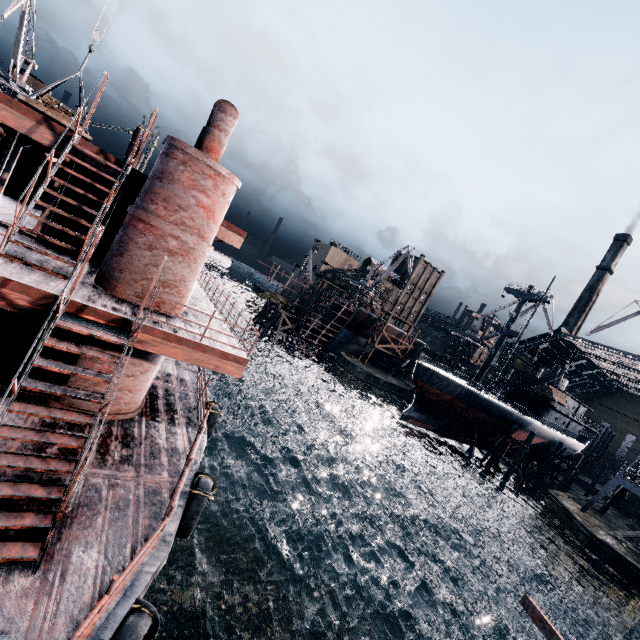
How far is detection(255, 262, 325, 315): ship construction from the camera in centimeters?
5597cm

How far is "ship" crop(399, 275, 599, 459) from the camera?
39.7m

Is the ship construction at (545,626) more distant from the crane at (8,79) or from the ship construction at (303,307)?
the crane at (8,79)

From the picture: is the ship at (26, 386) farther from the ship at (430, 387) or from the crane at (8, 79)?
the crane at (8, 79)

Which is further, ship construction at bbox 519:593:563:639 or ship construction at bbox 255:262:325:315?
ship construction at bbox 255:262:325:315

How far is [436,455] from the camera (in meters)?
46.41

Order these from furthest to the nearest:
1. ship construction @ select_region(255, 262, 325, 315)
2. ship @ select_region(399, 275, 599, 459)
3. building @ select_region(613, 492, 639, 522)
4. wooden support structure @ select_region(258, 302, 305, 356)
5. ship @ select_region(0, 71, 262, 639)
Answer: ship construction @ select_region(255, 262, 325, 315)
wooden support structure @ select_region(258, 302, 305, 356)
building @ select_region(613, 492, 639, 522)
ship @ select_region(399, 275, 599, 459)
ship @ select_region(0, 71, 262, 639)

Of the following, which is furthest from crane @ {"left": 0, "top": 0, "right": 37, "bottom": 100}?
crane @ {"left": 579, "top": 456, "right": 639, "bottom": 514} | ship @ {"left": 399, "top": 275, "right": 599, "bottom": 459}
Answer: crane @ {"left": 579, "top": 456, "right": 639, "bottom": 514}
